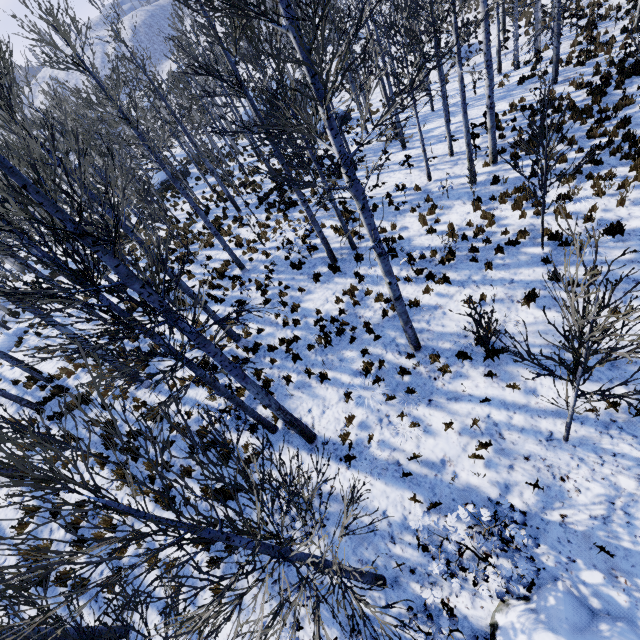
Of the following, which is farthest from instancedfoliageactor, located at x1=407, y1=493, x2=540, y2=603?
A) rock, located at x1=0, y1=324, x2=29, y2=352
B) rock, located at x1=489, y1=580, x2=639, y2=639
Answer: rock, located at x1=489, y1=580, x2=639, y2=639

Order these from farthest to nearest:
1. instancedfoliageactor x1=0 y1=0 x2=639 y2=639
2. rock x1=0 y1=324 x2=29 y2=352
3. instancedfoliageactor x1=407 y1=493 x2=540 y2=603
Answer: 1. rock x1=0 y1=324 x2=29 y2=352
2. instancedfoliageactor x1=407 y1=493 x2=540 y2=603
3. instancedfoliageactor x1=0 y1=0 x2=639 y2=639

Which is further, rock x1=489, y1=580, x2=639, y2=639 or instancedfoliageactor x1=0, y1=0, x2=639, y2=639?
rock x1=489, y1=580, x2=639, y2=639

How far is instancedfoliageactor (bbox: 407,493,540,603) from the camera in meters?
4.4

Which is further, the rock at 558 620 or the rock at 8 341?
the rock at 8 341

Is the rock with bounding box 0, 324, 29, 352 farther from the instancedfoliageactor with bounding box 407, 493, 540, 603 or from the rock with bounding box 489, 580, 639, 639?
the rock with bounding box 489, 580, 639, 639

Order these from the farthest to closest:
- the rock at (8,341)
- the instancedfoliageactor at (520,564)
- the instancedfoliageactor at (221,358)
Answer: the rock at (8,341) < the instancedfoliageactor at (520,564) < the instancedfoliageactor at (221,358)

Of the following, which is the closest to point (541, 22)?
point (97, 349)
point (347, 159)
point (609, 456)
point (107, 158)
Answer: point (347, 159)
